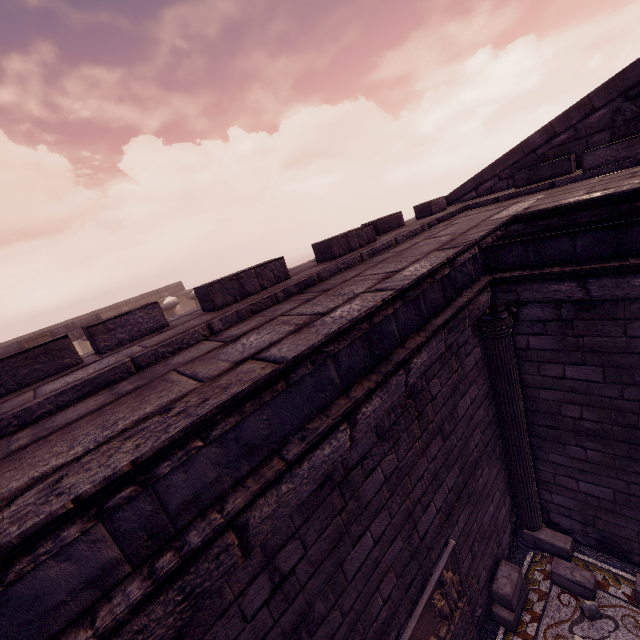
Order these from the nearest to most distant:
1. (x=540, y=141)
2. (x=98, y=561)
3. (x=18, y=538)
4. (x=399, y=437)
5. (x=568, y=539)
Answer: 1. (x=18, y=538)
2. (x=98, y=561)
3. (x=399, y=437)
4. (x=540, y=141)
5. (x=568, y=539)

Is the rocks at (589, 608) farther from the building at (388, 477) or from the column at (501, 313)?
the column at (501, 313)

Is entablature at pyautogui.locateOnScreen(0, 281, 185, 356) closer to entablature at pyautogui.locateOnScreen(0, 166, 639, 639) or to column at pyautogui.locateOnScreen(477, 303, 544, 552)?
entablature at pyautogui.locateOnScreen(0, 166, 639, 639)

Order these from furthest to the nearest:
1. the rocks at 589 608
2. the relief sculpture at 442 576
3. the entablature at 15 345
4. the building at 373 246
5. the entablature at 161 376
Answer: the entablature at 15 345 < the rocks at 589 608 < the relief sculpture at 442 576 < the building at 373 246 < the entablature at 161 376

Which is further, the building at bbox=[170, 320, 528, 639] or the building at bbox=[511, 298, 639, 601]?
the building at bbox=[511, 298, 639, 601]

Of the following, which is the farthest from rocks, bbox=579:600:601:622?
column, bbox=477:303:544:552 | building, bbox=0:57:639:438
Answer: column, bbox=477:303:544:552

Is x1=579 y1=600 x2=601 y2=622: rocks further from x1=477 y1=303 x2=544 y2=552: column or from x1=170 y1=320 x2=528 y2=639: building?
x1=477 y1=303 x2=544 y2=552: column

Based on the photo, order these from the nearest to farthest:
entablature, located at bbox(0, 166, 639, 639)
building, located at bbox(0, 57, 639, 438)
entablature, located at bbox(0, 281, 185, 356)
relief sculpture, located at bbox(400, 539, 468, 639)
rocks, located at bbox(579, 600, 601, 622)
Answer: entablature, located at bbox(0, 166, 639, 639) < building, located at bbox(0, 57, 639, 438) < relief sculpture, located at bbox(400, 539, 468, 639) < rocks, located at bbox(579, 600, 601, 622) < entablature, located at bbox(0, 281, 185, 356)
